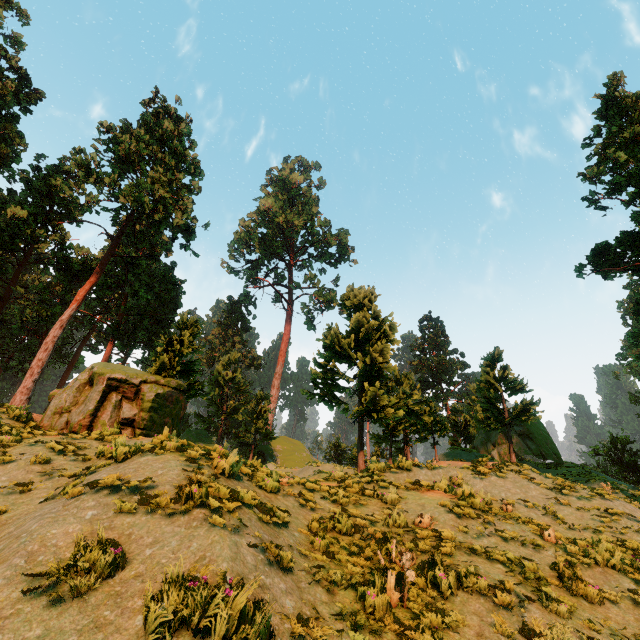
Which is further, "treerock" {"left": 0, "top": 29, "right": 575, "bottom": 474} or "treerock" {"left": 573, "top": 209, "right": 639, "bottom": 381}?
"treerock" {"left": 573, "top": 209, "right": 639, "bottom": 381}

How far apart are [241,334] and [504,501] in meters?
49.1

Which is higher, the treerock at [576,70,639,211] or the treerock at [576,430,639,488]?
the treerock at [576,70,639,211]

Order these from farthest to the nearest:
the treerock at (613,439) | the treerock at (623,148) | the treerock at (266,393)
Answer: the treerock at (613,439), the treerock at (623,148), the treerock at (266,393)

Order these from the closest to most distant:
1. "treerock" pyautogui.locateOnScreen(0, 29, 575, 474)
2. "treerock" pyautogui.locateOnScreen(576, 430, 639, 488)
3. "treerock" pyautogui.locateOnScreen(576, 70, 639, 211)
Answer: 1. "treerock" pyautogui.locateOnScreen(0, 29, 575, 474)
2. "treerock" pyautogui.locateOnScreen(576, 70, 639, 211)
3. "treerock" pyautogui.locateOnScreen(576, 430, 639, 488)

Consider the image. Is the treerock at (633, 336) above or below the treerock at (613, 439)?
above
